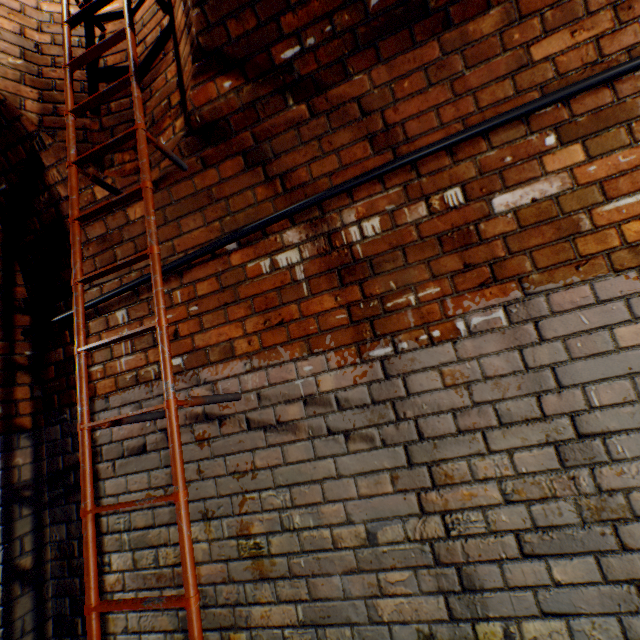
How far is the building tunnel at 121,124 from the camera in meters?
1.9

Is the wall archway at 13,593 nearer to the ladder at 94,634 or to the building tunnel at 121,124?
the building tunnel at 121,124

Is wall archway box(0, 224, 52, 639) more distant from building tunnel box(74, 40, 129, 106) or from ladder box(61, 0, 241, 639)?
ladder box(61, 0, 241, 639)

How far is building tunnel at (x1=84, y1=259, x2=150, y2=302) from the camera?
1.9 meters

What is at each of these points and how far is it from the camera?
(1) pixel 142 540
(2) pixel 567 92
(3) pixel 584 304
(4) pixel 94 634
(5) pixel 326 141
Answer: (1) building tunnel, 1.7 meters
(2) wire, 1.3 meters
(3) building tunnel, 1.2 meters
(4) ladder, 1.1 meters
(5) building tunnel, 1.6 meters

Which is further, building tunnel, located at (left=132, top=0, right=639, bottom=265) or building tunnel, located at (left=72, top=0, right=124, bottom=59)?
building tunnel, located at (left=72, top=0, right=124, bottom=59)
